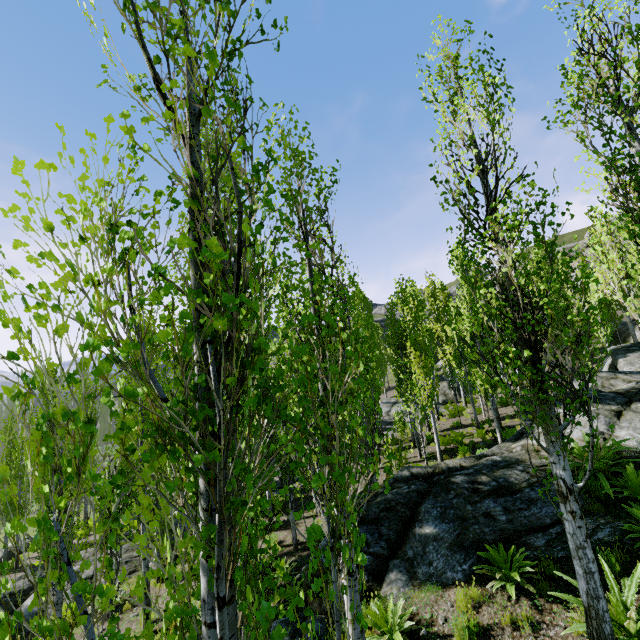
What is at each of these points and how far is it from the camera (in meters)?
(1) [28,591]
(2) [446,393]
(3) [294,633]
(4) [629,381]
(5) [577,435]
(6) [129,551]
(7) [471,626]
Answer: (1) rock, 12.23
(2) rock, 32.75
(3) rock, 6.39
(4) rock, 11.77
(5) rock, 9.12
(6) rock, 13.62
(7) instancedfoliageactor, 5.35

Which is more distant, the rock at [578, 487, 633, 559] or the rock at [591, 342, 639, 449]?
the rock at [591, 342, 639, 449]

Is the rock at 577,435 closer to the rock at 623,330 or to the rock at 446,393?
the rock at 446,393

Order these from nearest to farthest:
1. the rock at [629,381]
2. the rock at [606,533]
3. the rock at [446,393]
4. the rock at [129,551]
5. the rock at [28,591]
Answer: the rock at [606,533], the rock at [629,381], the rock at [28,591], the rock at [129,551], the rock at [446,393]

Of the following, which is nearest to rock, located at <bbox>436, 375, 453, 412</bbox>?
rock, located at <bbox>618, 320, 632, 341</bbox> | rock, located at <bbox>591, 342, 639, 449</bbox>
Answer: rock, located at <bbox>618, 320, 632, 341</bbox>

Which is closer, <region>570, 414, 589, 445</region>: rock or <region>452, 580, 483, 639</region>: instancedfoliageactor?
<region>452, 580, 483, 639</region>: instancedfoliageactor

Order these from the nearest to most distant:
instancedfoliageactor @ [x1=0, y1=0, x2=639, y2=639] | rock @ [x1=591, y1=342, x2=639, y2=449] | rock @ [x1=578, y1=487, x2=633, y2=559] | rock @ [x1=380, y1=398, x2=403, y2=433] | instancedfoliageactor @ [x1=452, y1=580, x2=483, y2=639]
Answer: instancedfoliageactor @ [x1=0, y1=0, x2=639, y2=639], instancedfoliageactor @ [x1=452, y1=580, x2=483, y2=639], rock @ [x1=578, y1=487, x2=633, y2=559], rock @ [x1=591, y1=342, x2=639, y2=449], rock @ [x1=380, y1=398, x2=403, y2=433]

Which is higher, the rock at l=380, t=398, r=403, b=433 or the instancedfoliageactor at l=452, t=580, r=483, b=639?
the rock at l=380, t=398, r=403, b=433
